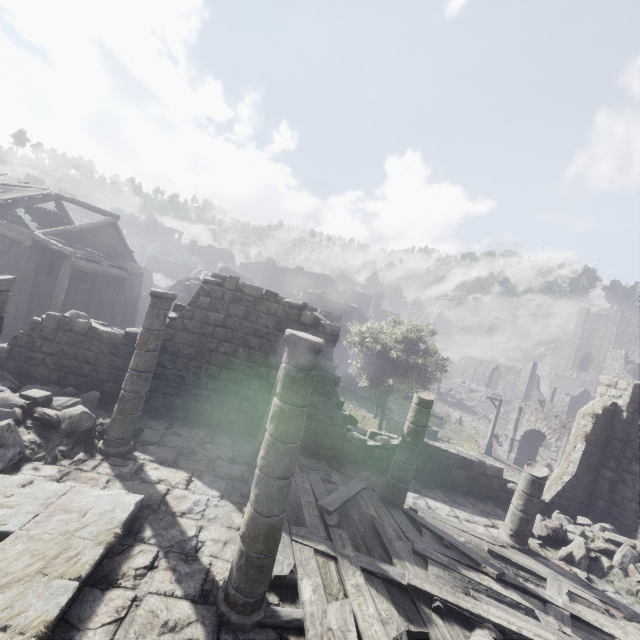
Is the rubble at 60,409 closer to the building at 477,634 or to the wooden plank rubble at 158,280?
the building at 477,634

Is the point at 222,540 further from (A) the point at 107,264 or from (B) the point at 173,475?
(A) the point at 107,264

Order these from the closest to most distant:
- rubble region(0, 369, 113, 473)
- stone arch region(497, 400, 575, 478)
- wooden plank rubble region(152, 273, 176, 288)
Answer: rubble region(0, 369, 113, 473) < stone arch region(497, 400, 575, 478) < wooden plank rubble region(152, 273, 176, 288)

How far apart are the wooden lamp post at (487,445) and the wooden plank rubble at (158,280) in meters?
43.7 m

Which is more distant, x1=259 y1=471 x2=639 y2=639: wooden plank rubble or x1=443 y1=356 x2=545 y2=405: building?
x1=443 y1=356 x2=545 y2=405: building

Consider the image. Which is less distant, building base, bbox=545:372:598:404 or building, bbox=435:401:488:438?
building, bbox=435:401:488:438

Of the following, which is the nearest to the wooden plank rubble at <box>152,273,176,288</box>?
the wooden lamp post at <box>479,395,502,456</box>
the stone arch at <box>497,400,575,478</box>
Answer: the wooden lamp post at <box>479,395,502,456</box>
